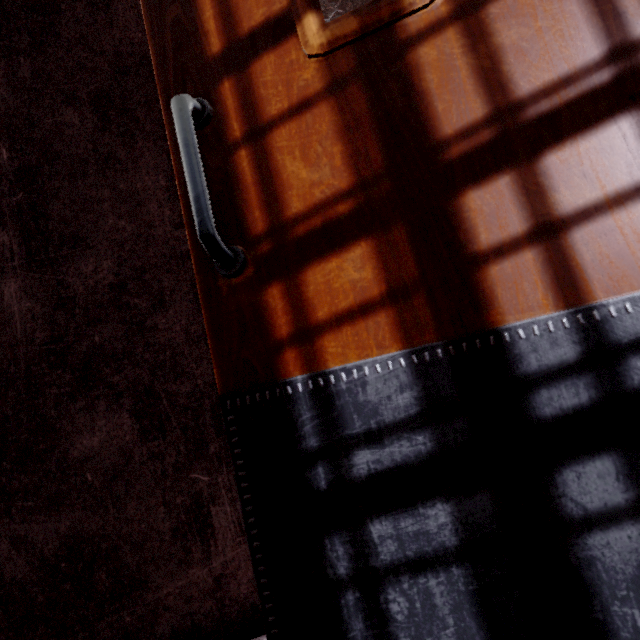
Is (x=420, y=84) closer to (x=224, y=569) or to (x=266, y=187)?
(x=266, y=187)
